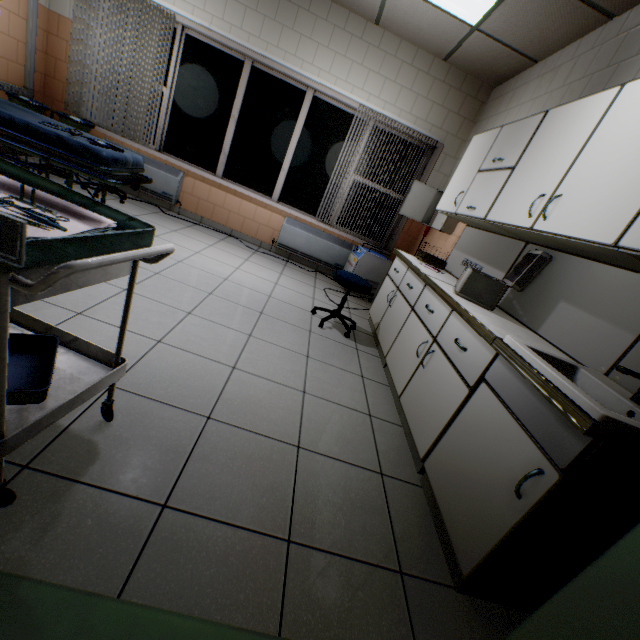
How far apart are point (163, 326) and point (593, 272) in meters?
2.8 m

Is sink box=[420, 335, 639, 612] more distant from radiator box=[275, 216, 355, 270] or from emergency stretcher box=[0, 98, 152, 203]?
radiator box=[275, 216, 355, 270]

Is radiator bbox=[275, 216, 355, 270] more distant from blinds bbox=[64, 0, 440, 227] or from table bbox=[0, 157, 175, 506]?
table bbox=[0, 157, 175, 506]

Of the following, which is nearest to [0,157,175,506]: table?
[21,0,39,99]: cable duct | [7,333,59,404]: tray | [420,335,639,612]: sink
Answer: [7,333,59,404]: tray

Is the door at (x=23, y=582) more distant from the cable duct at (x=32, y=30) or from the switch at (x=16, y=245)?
the cable duct at (x=32, y=30)

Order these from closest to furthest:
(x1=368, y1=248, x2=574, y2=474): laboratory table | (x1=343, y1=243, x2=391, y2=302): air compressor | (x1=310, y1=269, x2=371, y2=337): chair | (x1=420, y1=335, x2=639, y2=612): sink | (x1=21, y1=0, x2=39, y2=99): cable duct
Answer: (x1=420, y1=335, x2=639, y2=612): sink < (x1=368, y1=248, x2=574, y2=474): laboratory table < (x1=310, y1=269, x2=371, y2=337): chair < (x1=21, y1=0, x2=39, y2=99): cable duct < (x1=343, y1=243, x2=391, y2=302): air compressor

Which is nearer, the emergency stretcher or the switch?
the switch

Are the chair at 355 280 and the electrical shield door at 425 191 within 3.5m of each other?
yes
